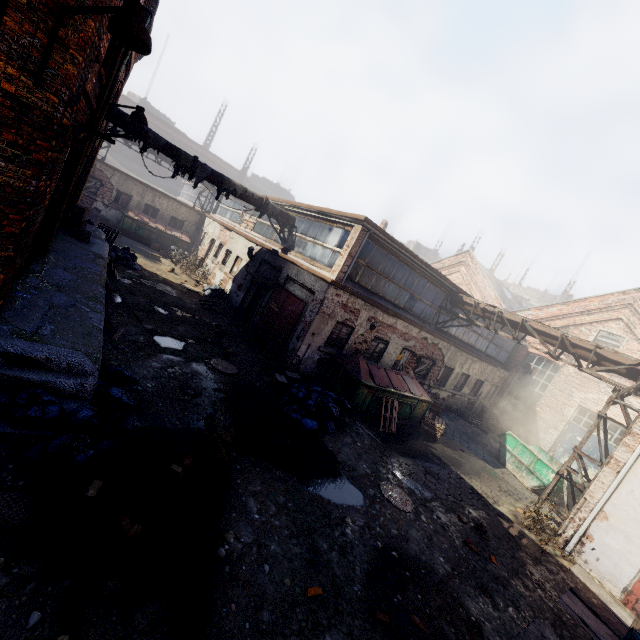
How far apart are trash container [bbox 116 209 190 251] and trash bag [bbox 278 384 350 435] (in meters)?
17.96

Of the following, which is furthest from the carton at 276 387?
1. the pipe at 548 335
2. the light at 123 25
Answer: the pipe at 548 335

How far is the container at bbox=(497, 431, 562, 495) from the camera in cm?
1273

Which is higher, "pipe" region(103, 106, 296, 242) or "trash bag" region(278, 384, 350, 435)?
"pipe" region(103, 106, 296, 242)

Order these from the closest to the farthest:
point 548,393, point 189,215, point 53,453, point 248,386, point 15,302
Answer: point 53,453
point 15,302
point 248,386
point 548,393
point 189,215

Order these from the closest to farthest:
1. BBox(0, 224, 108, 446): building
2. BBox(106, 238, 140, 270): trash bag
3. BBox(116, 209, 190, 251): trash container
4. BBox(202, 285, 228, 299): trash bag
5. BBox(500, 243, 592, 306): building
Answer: BBox(0, 224, 108, 446): building, BBox(106, 238, 140, 270): trash bag, BBox(202, 285, 228, 299): trash bag, BBox(116, 209, 190, 251): trash container, BBox(500, 243, 592, 306): building

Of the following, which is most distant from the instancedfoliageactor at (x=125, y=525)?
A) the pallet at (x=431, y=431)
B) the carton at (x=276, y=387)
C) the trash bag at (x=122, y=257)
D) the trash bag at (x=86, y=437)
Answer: the trash bag at (x=122, y=257)

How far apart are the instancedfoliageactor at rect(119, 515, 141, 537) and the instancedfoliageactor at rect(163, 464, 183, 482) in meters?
0.9 m
